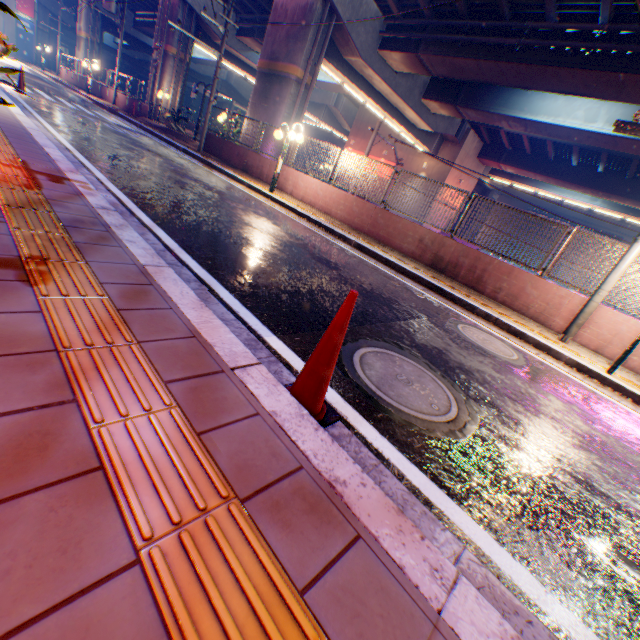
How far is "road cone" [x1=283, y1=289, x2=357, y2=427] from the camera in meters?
1.8 m

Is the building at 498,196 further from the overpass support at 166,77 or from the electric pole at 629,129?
the electric pole at 629,129

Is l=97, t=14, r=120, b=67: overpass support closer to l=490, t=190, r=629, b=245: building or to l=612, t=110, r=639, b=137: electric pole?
l=612, t=110, r=639, b=137: electric pole

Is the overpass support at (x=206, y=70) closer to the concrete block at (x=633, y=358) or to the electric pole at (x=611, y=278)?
the concrete block at (x=633, y=358)

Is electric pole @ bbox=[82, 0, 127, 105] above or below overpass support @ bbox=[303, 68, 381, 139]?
below

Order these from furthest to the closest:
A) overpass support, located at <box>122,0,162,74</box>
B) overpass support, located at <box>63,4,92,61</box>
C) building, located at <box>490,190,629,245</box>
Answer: building, located at <box>490,190,629,245</box>, overpass support, located at <box>63,4,92,61</box>, overpass support, located at <box>122,0,162,74</box>

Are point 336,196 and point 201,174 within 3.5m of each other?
no

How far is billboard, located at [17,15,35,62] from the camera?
38.6m
